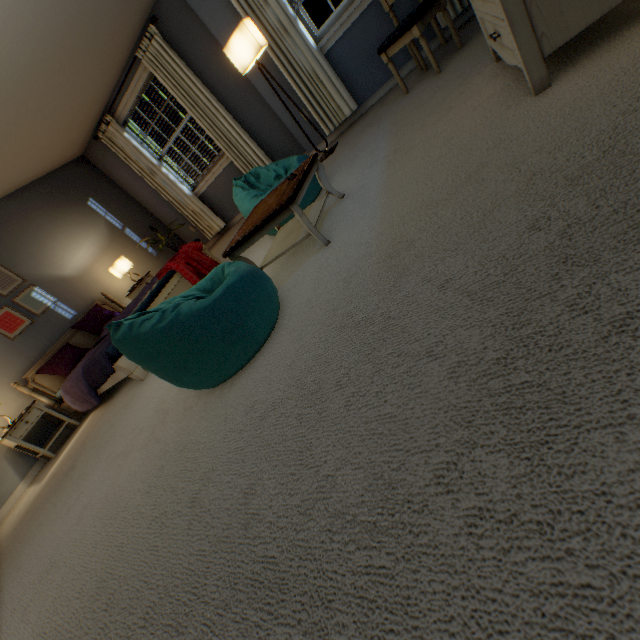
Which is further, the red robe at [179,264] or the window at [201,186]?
the window at [201,186]

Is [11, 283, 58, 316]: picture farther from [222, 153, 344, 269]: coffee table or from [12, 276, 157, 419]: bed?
[222, 153, 344, 269]: coffee table

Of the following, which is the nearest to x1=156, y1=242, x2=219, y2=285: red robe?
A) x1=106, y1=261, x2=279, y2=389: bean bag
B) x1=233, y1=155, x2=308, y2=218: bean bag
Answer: x1=233, y1=155, x2=308, y2=218: bean bag

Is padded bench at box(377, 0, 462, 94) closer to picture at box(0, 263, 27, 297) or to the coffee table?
the coffee table

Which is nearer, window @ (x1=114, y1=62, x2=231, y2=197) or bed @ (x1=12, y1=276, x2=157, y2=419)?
bed @ (x1=12, y1=276, x2=157, y2=419)

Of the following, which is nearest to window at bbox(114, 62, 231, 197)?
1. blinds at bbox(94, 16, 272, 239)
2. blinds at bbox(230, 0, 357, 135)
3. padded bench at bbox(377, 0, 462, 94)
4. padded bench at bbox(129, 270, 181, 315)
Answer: blinds at bbox(94, 16, 272, 239)

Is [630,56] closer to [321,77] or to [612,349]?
[612,349]

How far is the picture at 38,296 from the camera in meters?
4.2 m
